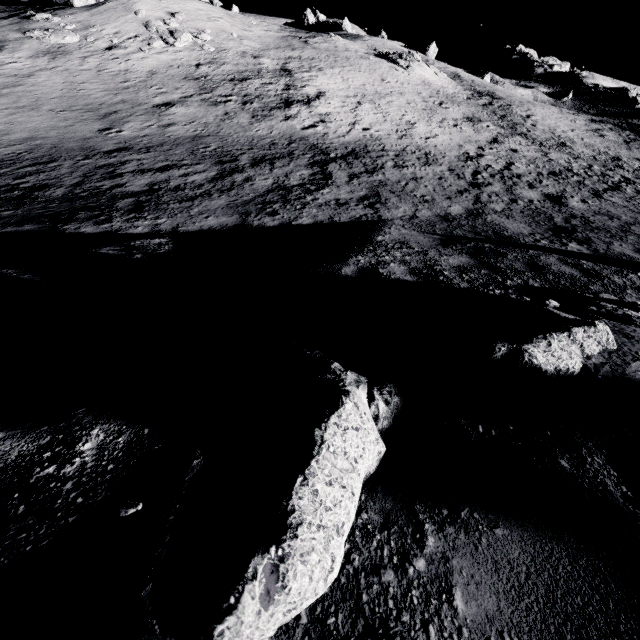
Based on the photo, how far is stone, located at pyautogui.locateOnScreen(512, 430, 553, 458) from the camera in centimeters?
171cm

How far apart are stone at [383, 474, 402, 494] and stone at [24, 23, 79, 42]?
30.7 meters

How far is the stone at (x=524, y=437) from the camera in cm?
171

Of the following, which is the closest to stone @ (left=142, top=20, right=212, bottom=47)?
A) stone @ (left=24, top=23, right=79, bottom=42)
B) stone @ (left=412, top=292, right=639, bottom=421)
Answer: stone @ (left=24, top=23, right=79, bottom=42)

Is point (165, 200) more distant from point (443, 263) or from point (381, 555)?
point (381, 555)

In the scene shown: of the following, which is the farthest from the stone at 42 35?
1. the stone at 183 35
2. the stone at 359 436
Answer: the stone at 359 436

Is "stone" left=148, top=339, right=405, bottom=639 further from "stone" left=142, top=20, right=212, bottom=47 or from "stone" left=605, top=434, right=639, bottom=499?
"stone" left=142, top=20, right=212, bottom=47

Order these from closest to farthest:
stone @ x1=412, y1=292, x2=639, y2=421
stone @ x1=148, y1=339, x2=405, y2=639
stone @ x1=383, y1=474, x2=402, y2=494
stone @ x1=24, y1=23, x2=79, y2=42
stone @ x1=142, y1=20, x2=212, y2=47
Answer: stone @ x1=148, y1=339, x2=405, y2=639
stone @ x1=383, y1=474, x2=402, y2=494
stone @ x1=412, y1=292, x2=639, y2=421
stone @ x1=24, y1=23, x2=79, y2=42
stone @ x1=142, y1=20, x2=212, y2=47
